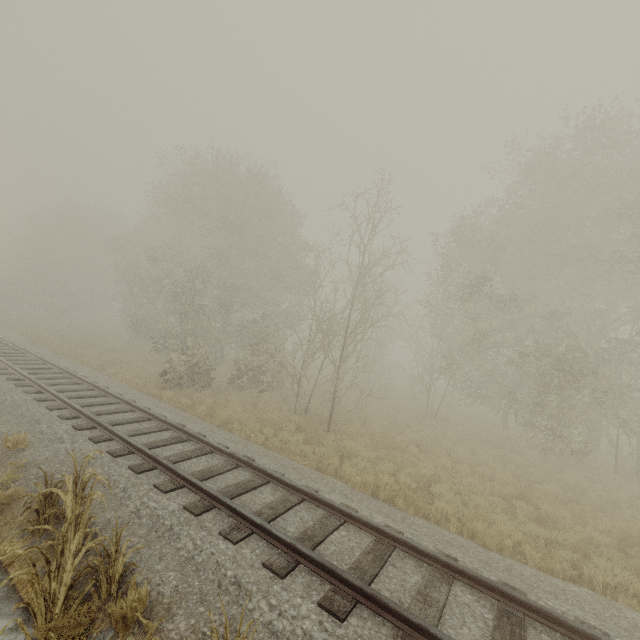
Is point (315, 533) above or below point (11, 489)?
above
